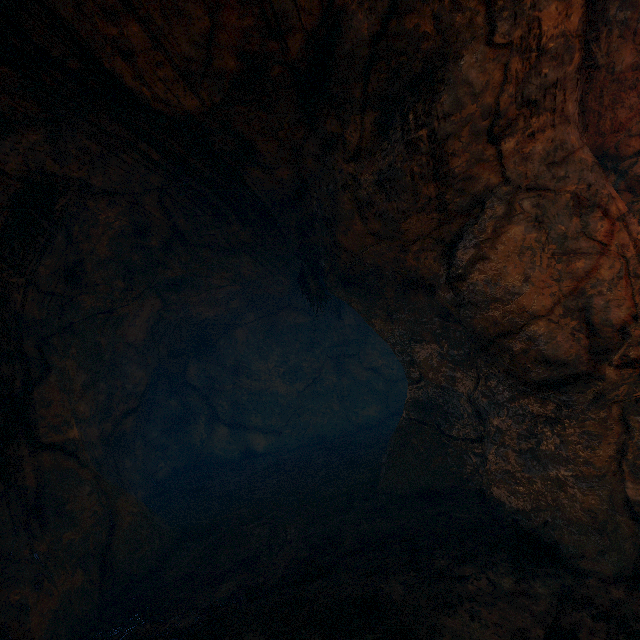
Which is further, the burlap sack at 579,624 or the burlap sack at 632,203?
the burlap sack at 632,203

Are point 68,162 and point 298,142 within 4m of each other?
yes

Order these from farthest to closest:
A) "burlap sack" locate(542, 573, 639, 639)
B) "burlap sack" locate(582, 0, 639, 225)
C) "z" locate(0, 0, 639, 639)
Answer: "burlap sack" locate(582, 0, 639, 225), "z" locate(0, 0, 639, 639), "burlap sack" locate(542, 573, 639, 639)

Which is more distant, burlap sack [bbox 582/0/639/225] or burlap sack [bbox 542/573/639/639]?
burlap sack [bbox 582/0/639/225]

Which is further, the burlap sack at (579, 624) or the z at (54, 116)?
the z at (54, 116)

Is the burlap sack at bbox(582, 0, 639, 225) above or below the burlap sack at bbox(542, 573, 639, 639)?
above

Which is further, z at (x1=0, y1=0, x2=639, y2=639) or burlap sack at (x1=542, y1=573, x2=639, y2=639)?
z at (x1=0, y1=0, x2=639, y2=639)
